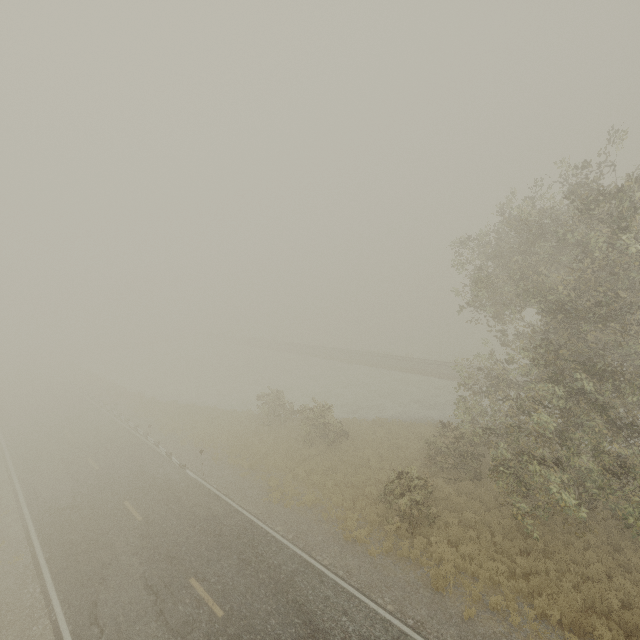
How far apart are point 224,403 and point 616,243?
32.34m
